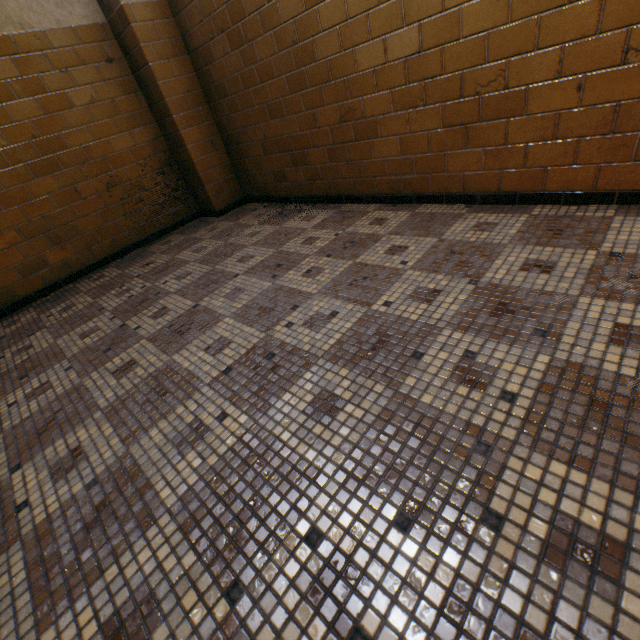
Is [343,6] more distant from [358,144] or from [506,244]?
[506,244]
